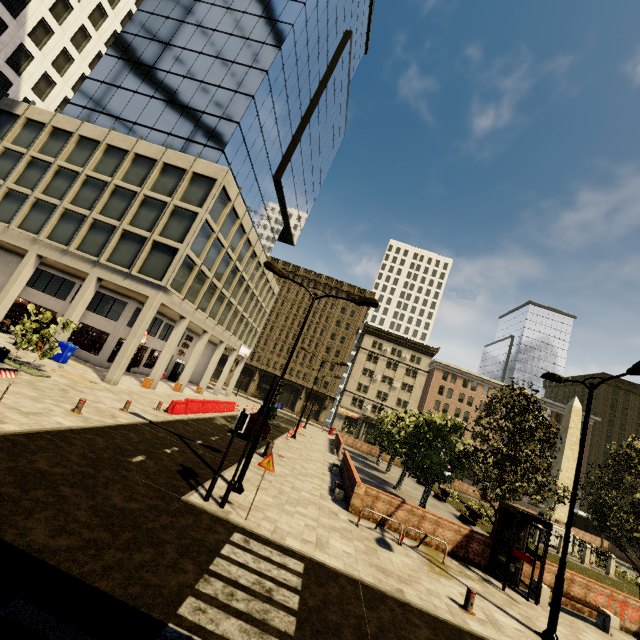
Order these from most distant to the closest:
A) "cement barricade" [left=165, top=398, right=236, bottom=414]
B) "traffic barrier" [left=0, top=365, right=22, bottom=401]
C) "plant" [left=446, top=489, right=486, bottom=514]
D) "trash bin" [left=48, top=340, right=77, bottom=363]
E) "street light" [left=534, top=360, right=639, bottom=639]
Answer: "plant" [left=446, top=489, right=486, bottom=514] < "trash bin" [left=48, top=340, right=77, bottom=363] < "cement barricade" [left=165, top=398, right=236, bottom=414] < "street light" [left=534, top=360, right=639, bottom=639] < "traffic barrier" [left=0, top=365, right=22, bottom=401]

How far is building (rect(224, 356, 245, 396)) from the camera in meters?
43.6 m

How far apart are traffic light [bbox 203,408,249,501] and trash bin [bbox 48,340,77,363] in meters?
17.3

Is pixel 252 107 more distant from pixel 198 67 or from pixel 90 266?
pixel 90 266

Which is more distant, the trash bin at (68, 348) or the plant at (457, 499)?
the plant at (457, 499)

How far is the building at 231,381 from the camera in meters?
43.6

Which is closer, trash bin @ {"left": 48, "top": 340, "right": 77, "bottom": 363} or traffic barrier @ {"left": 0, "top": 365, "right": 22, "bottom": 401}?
traffic barrier @ {"left": 0, "top": 365, "right": 22, "bottom": 401}

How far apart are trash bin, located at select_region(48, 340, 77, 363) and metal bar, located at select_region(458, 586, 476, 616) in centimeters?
2394cm
